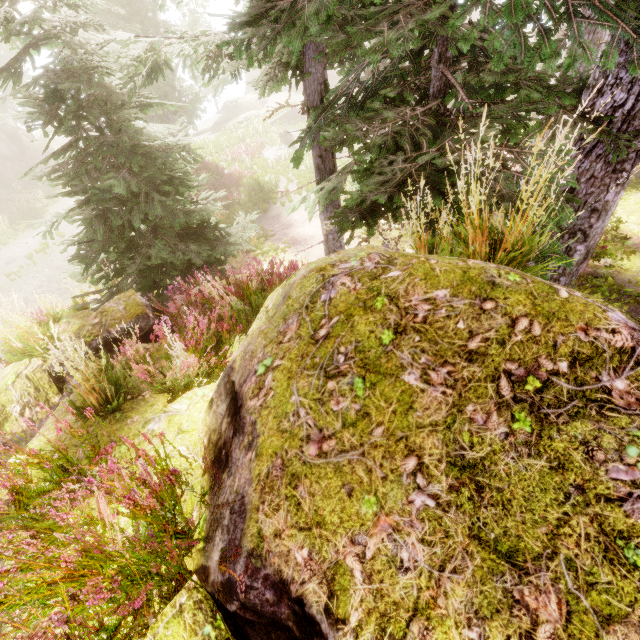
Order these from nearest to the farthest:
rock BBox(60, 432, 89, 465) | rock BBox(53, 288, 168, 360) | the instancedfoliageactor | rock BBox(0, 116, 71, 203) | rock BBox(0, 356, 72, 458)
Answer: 1. the instancedfoliageactor
2. rock BBox(60, 432, 89, 465)
3. rock BBox(0, 356, 72, 458)
4. rock BBox(53, 288, 168, 360)
5. rock BBox(0, 116, 71, 203)

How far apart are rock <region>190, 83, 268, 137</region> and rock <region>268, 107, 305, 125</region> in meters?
6.1 m

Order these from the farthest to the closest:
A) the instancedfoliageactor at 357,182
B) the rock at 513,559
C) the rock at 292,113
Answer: the rock at 292,113 < the instancedfoliageactor at 357,182 < the rock at 513,559

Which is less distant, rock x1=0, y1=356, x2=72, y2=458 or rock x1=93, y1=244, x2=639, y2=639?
rock x1=93, y1=244, x2=639, y2=639

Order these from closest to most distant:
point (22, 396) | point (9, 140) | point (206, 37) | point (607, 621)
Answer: point (607, 621), point (206, 37), point (22, 396), point (9, 140)

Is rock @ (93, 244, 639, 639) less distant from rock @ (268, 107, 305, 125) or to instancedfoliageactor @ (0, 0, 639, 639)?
instancedfoliageactor @ (0, 0, 639, 639)

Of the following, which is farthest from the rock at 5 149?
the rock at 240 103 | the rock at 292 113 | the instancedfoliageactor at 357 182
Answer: the rock at 292 113

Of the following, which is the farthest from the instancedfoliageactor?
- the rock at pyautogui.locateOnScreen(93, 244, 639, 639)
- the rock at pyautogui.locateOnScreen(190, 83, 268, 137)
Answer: the rock at pyautogui.locateOnScreen(190, 83, 268, 137)
